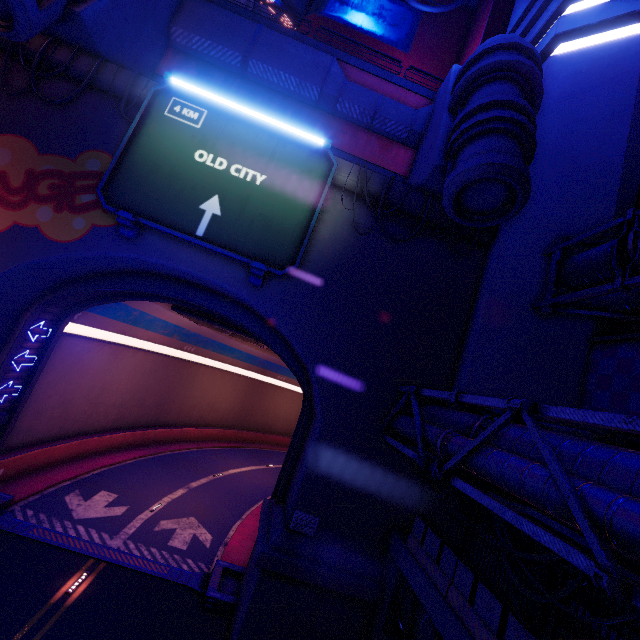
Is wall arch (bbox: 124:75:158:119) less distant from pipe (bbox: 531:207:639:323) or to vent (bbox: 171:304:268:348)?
pipe (bbox: 531:207:639:323)

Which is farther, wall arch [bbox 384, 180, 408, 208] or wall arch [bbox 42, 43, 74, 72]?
wall arch [bbox 384, 180, 408, 208]

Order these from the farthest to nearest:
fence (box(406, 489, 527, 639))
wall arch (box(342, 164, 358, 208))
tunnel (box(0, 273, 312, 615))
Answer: tunnel (box(0, 273, 312, 615)), wall arch (box(342, 164, 358, 208)), fence (box(406, 489, 527, 639))

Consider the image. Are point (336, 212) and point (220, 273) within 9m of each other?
yes

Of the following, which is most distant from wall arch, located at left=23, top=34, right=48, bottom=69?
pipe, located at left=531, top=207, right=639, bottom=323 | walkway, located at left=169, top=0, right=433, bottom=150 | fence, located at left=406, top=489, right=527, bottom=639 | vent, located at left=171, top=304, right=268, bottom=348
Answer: walkway, located at left=169, top=0, right=433, bottom=150

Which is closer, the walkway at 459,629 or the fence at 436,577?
the fence at 436,577

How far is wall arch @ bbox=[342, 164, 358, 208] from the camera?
13.3 meters

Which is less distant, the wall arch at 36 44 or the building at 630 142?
the building at 630 142
